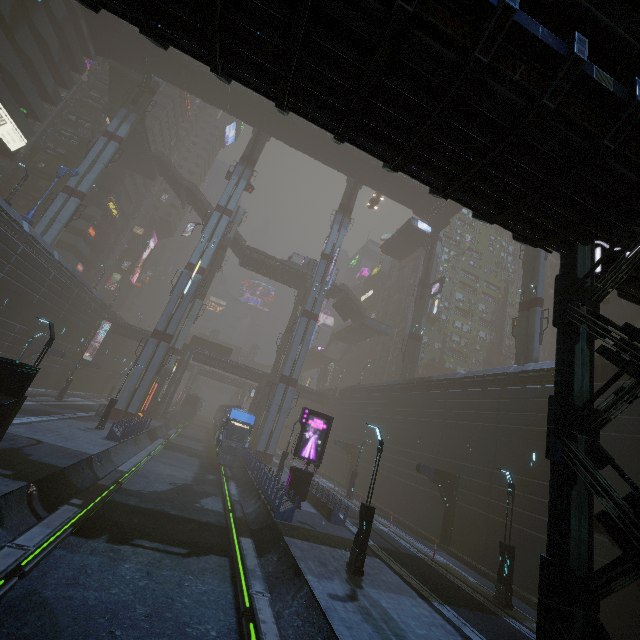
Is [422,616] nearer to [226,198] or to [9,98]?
[226,198]

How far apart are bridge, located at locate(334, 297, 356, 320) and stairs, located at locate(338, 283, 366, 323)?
0.00m

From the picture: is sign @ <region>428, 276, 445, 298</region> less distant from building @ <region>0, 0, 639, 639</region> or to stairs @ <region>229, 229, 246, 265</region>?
building @ <region>0, 0, 639, 639</region>

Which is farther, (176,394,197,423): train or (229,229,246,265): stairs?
(176,394,197,423): train

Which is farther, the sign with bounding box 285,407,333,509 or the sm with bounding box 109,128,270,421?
the sm with bounding box 109,128,270,421

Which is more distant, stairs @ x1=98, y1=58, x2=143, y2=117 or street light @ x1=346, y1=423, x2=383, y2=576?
stairs @ x1=98, y1=58, x2=143, y2=117

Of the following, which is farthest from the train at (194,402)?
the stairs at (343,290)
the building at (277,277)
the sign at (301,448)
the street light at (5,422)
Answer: the stairs at (343,290)

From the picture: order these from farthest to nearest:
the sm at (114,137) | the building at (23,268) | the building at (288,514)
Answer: the sm at (114,137) → the building at (23,268) → the building at (288,514)
